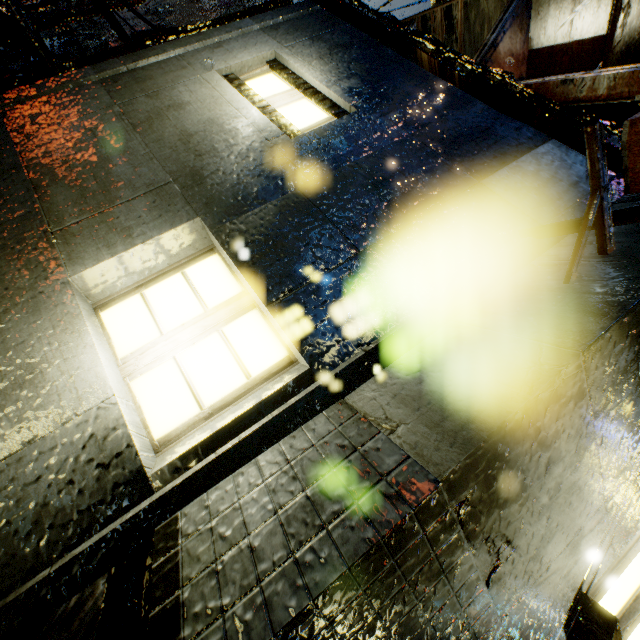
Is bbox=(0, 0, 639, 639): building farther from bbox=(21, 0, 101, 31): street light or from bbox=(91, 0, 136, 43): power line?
bbox=(21, 0, 101, 31): street light

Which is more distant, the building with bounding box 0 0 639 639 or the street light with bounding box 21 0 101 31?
the street light with bounding box 21 0 101 31

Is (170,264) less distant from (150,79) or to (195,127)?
(195,127)

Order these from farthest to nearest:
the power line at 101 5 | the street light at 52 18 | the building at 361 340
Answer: the street light at 52 18, the power line at 101 5, the building at 361 340

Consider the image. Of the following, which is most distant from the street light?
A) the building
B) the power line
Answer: the power line

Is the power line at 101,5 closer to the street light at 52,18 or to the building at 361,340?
the building at 361,340

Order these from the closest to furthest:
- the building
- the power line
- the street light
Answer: the building < the power line < the street light

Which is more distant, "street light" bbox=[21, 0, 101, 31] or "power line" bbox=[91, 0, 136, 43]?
"street light" bbox=[21, 0, 101, 31]
